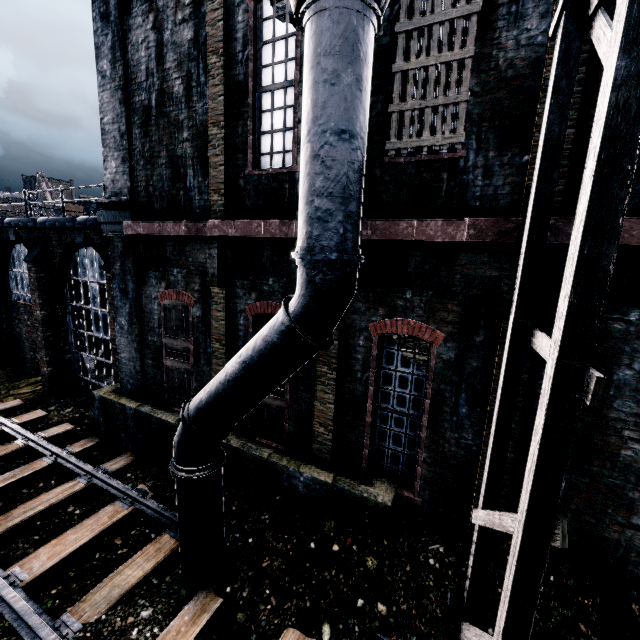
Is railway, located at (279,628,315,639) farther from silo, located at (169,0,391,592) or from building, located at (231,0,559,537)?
building, located at (231,0,559,537)

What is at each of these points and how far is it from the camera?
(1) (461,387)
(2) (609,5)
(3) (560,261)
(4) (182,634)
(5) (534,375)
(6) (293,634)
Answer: (1) building, 6.5m
(2) building, 4.8m
(3) building, 5.4m
(4) railway, 5.9m
(5) building, 5.9m
(6) railway, 6.0m

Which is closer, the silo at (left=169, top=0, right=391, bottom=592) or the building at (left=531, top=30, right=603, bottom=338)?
the silo at (left=169, top=0, right=391, bottom=592)

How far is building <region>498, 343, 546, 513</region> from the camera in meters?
5.9

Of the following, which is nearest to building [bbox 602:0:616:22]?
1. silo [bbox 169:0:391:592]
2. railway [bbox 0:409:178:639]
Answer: silo [bbox 169:0:391:592]

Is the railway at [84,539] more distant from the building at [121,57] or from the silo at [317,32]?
the building at [121,57]

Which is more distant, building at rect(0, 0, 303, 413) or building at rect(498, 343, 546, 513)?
building at rect(0, 0, 303, 413)
